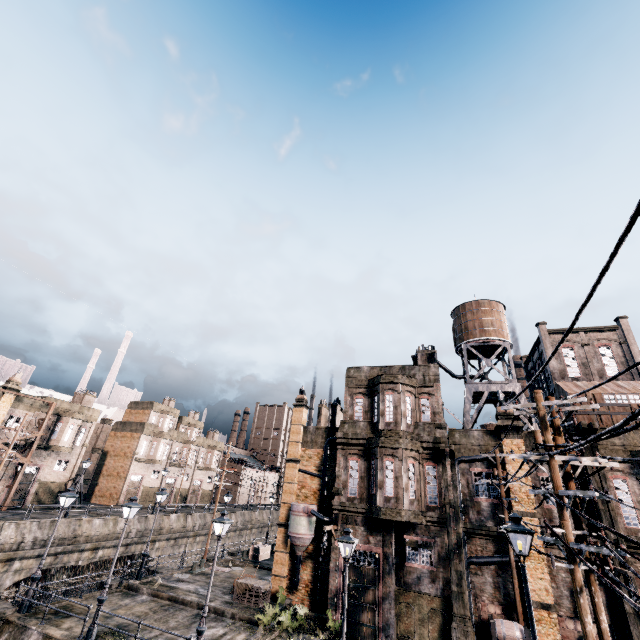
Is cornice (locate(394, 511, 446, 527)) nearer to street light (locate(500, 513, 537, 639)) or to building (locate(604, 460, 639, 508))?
building (locate(604, 460, 639, 508))

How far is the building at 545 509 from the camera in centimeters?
1773cm

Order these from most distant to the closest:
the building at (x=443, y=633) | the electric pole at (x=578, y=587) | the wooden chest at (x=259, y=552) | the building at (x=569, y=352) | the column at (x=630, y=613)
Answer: the building at (x=569, y=352)
the wooden chest at (x=259, y=552)
the building at (x=443, y=633)
the column at (x=630, y=613)
the electric pole at (x=578, y=587)

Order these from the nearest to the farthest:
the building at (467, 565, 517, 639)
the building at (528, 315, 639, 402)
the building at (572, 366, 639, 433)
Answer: the building at (467, 565, 517, 639), the building at (572, 366, 639, 433), the building at (528, 315, 639, 402)

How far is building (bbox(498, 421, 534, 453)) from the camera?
19.5 meters

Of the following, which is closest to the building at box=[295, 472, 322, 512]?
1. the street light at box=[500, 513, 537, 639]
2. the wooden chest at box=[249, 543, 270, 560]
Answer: the wooden chest at box=[249, 543, 270, 560]

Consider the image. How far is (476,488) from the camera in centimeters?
2548cm
